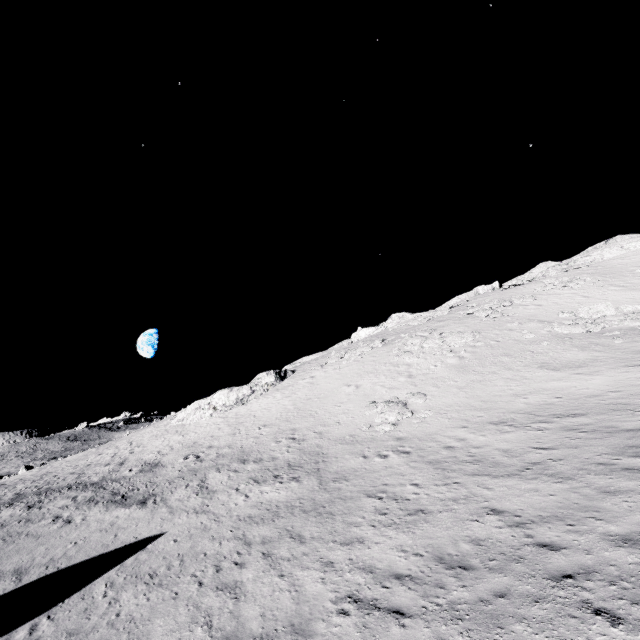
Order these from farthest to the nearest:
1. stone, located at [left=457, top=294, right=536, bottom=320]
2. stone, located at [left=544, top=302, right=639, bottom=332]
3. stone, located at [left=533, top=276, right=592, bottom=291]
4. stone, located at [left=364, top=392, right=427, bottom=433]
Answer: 1. stone, located at [left=533, top=276, right=592, bottom=291]
2. stone, located at [left=457, top=294, right=536, bottom=320]
3. stone, located at [left=544, top=302, right=639, bottom=332]
4. stone, located at [left=364, top=392, right=427, bottom=433]

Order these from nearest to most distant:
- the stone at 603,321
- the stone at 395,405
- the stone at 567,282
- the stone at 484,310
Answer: the stone at 395,405 → the stone at 603,321 → the stone at 484,310 → the stone at 567,282

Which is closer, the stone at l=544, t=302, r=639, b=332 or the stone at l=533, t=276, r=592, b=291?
the stone at l=544, t=302, r=639, b=332

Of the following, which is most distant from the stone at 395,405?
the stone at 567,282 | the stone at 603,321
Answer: the stone at 567,282

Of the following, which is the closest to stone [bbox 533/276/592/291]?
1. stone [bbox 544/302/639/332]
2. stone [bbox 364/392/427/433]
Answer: stone [bbox 544/302/639/332]

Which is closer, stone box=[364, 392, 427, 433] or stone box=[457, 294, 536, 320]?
stone box=[364, 392, 427, 433]

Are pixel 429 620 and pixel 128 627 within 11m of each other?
yes

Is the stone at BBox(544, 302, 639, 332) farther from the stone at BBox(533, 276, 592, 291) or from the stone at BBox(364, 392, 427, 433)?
the stone at BBox(364, 392, 427, 433)
